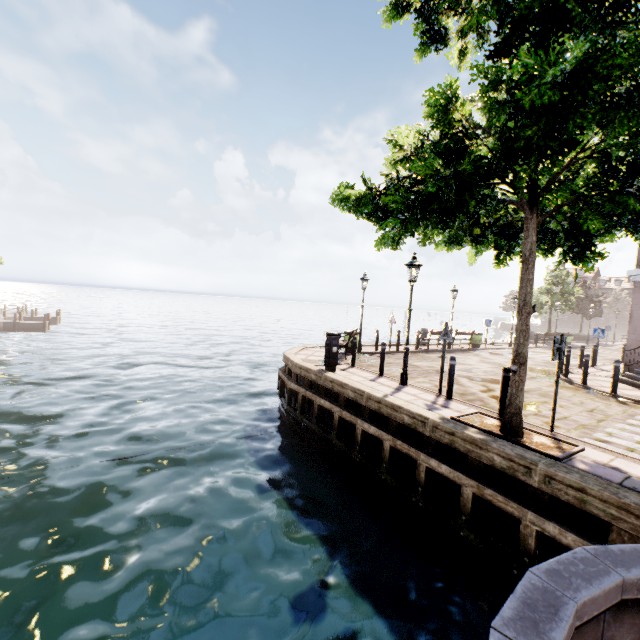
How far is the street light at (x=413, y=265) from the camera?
9.2 meters

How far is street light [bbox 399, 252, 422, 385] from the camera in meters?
9.2 m

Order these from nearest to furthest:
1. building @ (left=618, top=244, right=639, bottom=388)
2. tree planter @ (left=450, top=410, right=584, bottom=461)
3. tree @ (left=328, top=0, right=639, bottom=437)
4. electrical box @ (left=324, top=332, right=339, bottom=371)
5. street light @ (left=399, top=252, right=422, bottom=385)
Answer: tree @ (left=328, top=0, right=639, bottom=437) → tree planter @ (left=450, top=410, right=584, bottom=461) → street light @ (left=399, top=252, right=422, bottom=385) → electrical box @ (left=324, top=332, right=339, bottom=371) → building @ (left=618, top=244, right=639, bottom=388)

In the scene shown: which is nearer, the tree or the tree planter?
the tree

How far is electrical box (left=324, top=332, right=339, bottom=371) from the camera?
10.5 meters

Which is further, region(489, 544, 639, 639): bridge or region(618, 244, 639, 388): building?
region(618, 244, 639, 388): building

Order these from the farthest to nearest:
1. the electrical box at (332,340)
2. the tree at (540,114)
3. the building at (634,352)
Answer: the building at (634,352)
the electrical box at (332,340)
the tree at (540,114)

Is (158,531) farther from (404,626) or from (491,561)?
(491,561)
